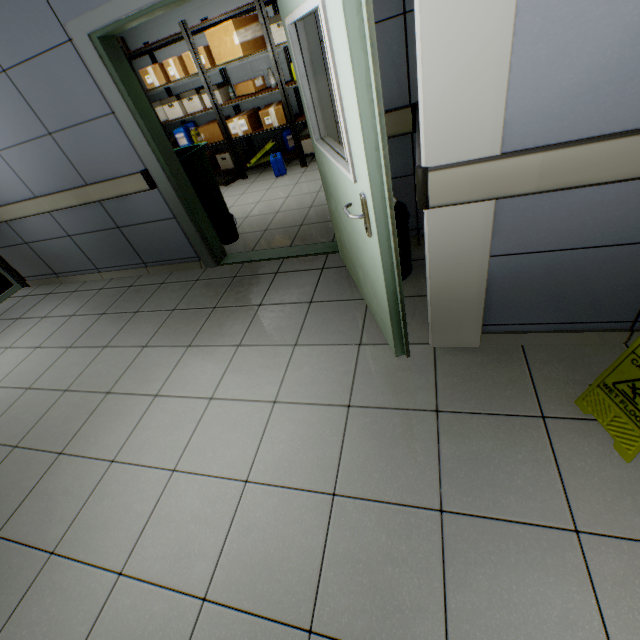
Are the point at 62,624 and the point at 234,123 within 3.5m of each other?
no

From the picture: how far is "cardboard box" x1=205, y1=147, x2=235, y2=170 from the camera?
6.0 meters

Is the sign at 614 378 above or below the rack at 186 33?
below

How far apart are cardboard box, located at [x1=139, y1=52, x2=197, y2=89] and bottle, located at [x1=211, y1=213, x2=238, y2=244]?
3.0m

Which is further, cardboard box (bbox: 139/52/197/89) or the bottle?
cardboard box (bbox: 139/52/197/89)

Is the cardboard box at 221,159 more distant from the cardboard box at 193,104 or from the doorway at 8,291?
the doorway at 8,291

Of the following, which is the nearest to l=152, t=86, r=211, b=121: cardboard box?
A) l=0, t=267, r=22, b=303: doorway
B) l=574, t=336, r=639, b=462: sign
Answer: l=0, t=267, r=22, b=303: doorway

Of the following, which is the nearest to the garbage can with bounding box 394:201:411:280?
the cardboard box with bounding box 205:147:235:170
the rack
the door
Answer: the door
